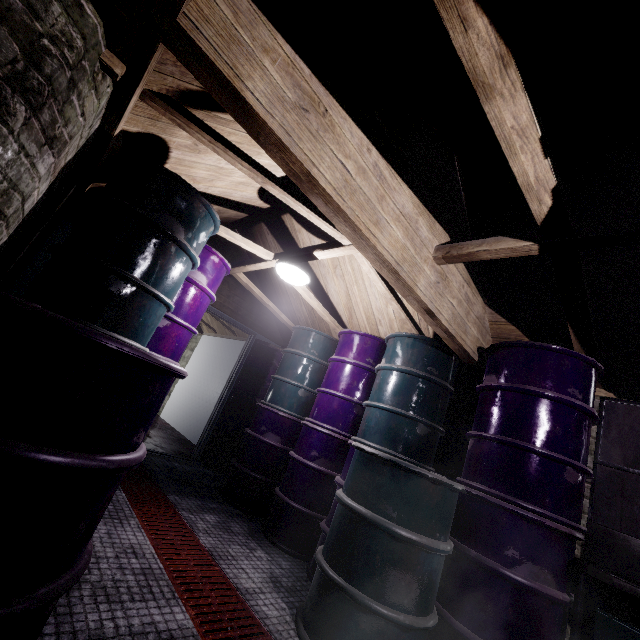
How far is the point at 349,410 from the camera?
3.1 meters

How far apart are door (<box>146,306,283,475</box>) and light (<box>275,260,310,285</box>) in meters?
2.0

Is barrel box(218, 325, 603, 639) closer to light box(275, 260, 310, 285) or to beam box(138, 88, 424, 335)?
beam box(138, 88, 424, 335)

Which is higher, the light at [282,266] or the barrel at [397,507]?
the light at [282,266]

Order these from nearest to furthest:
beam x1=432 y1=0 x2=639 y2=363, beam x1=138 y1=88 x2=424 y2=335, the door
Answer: beam x1=432 y1=0 x2=639 y2=363
beam x1=138 y1=88 x2=424 y2=335
the door

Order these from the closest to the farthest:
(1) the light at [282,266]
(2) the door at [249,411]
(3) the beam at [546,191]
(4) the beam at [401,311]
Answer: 1. (3) the beam at [546,191]
2. (4) the beam at [401,311]
3. (1) the light at [282,266]
4. (2) the door at [249,411]

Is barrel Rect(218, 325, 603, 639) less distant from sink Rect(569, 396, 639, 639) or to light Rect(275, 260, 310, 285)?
sink Rect(569, 396, 639, 639)

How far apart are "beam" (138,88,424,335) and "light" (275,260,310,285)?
0.13m
